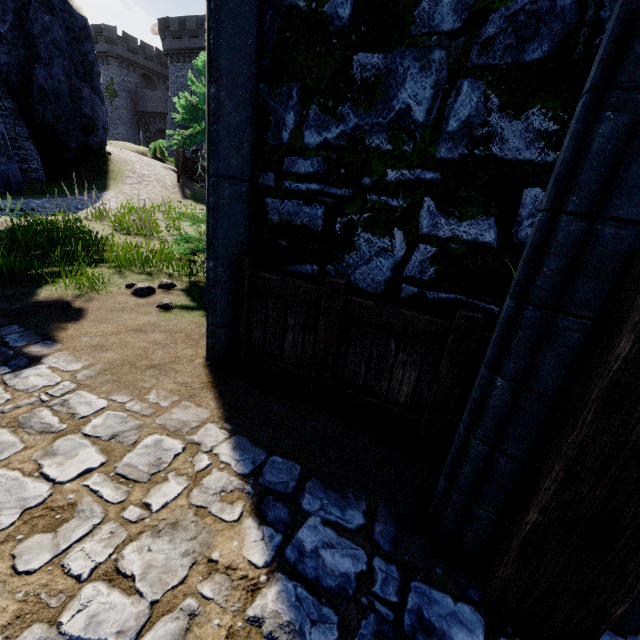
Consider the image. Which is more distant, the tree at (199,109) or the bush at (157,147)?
the bush at (157,147)

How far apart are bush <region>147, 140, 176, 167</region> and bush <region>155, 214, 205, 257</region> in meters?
26.9

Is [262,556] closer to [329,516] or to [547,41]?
[329,516]

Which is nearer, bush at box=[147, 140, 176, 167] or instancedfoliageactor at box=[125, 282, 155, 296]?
instancedfoliageactor at box=[125, 282, 155, 296]

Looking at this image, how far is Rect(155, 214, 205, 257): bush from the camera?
5.0m

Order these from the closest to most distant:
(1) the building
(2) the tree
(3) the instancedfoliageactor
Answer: (3) the instancedfoliageactor
(2) the tree
(1) the building

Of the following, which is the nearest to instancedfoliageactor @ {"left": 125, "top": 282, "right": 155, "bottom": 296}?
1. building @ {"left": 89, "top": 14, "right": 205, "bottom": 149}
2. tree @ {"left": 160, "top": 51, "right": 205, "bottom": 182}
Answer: tree @ {"left": 160, "top": 51, "right": 205, "bottom": 182}

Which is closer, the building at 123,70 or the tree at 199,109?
the tree at 199,109
